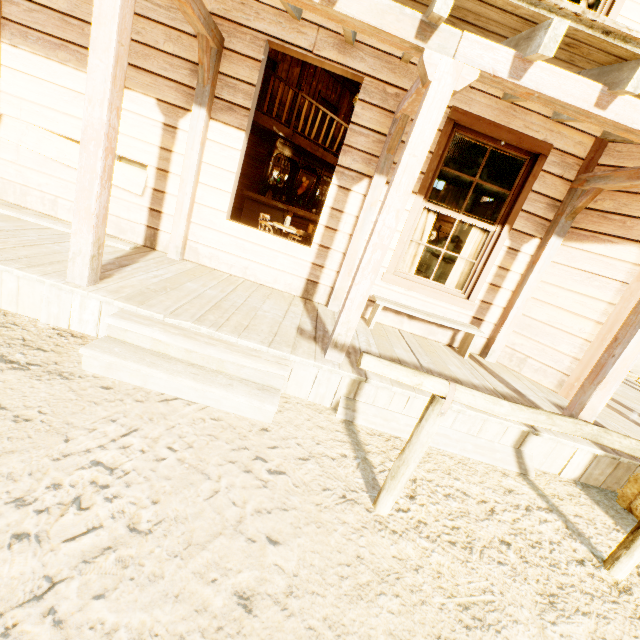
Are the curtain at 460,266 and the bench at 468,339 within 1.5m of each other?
yes

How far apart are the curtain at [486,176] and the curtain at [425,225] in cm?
27

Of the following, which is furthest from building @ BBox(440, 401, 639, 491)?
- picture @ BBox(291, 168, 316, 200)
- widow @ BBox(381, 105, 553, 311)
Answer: picture @ BBox(291, 168, 316, 200)

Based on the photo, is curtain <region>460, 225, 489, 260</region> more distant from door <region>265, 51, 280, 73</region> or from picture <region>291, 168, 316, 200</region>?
door <region>265, 51, 280, 73</region>

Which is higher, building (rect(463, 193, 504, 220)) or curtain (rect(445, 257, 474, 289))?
building (rect(463, 193, 504, 220))

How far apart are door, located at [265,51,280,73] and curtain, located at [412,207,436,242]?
8.4m

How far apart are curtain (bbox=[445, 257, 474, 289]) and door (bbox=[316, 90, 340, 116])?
9.4m

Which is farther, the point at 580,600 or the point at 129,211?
the point at 129,211
